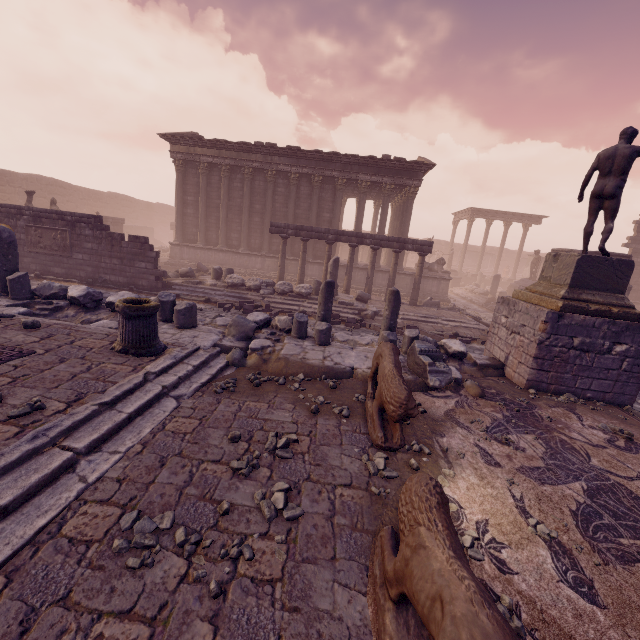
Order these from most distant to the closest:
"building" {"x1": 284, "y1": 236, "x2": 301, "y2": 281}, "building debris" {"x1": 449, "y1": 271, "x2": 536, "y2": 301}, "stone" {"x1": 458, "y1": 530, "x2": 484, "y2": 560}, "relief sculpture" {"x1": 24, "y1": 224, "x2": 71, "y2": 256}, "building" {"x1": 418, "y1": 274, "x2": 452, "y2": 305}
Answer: "building debris" {"x1": 449, "y1": 271, "x2": 536, "y2": 301}, "building" {"x1": 284, "y1": 236, "x2": 301, "y2": 281}, "building" {"x1": 418, "y1": 274, "x2": 452, "y2": 305}, "relief sculpture" {"x1": 24, "y1": 224, "x2": 71, "y2": 256}, "stone" {"x1": 458, "y1": 530, "x2": 484, "y2": 560}

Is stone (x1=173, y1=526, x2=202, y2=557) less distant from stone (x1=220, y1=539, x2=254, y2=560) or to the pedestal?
stone (x1=220, y1=539, x2=254, y2=560)

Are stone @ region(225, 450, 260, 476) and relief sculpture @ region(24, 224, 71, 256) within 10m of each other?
no

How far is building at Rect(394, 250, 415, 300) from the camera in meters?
19.7 m

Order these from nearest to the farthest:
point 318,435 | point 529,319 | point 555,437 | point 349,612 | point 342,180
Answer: point 349,612 < point 318,435 < point 555,437 < point 529,319 < point 342,180

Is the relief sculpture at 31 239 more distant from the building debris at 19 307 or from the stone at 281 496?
the stone at 281 496

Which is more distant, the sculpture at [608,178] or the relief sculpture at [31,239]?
the relief sculpture at [31,239]
